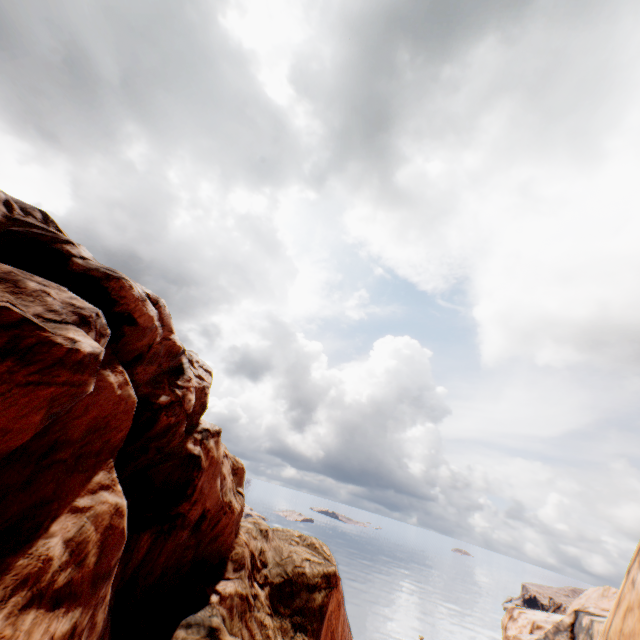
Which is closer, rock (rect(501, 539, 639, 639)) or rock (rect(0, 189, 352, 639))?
rock (rect(0, 189, 352, 639))

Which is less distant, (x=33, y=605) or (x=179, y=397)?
(x=33, y=605)

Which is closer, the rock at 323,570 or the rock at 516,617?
the rock at 323,570
